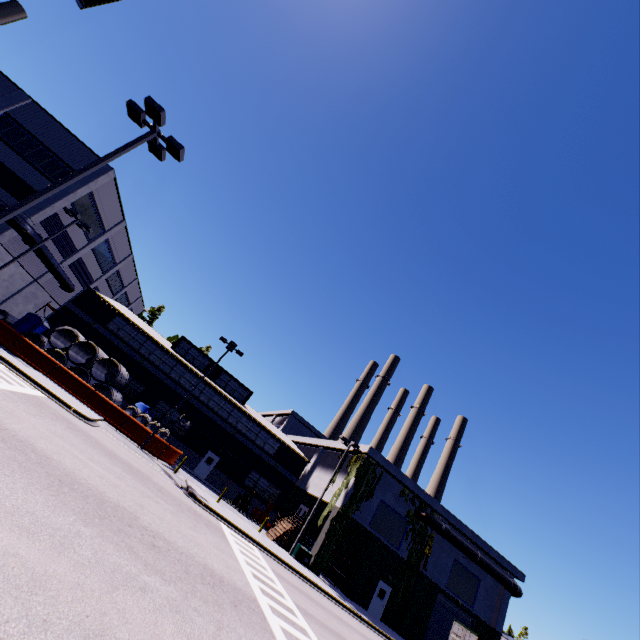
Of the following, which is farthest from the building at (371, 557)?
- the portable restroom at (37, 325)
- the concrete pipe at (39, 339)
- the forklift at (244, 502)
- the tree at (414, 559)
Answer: the concrete pipe at (39, 339)

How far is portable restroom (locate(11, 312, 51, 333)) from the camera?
26.4m

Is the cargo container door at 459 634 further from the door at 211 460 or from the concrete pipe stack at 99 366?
the door at 211 460

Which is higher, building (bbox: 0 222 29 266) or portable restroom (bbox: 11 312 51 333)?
building (bbox: 0 222 29 266)

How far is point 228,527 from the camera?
19.6m

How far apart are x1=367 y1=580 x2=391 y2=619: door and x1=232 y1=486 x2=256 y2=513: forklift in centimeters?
1269cm

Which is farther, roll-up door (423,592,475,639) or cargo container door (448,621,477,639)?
roll-up door (423,592,475,639)

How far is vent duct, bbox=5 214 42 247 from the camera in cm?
2245
